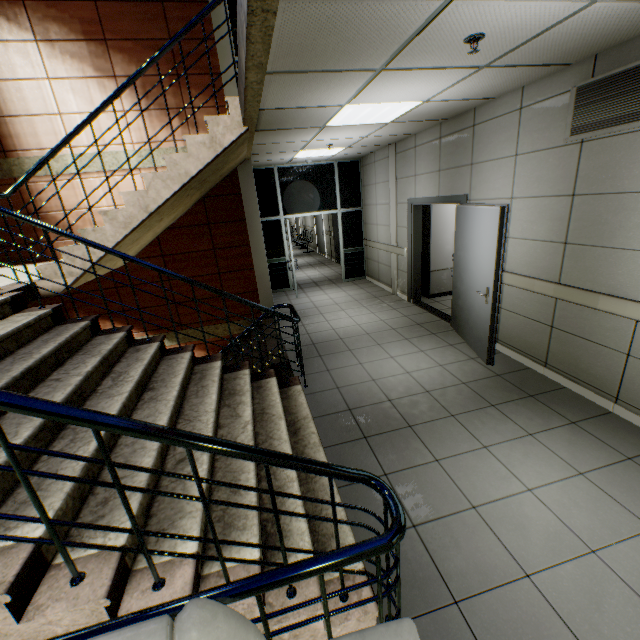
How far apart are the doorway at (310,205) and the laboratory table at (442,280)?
2.73m

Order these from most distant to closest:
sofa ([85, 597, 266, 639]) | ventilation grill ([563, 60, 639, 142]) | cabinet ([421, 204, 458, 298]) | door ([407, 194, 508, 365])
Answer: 1. cabinet ([421, 204, 458, 298])
2. door ([407, 194, 508, 365])
3. ventilation grill ([563, 60, 639, 142])
4. sofa ([85, 597, 266, 639])

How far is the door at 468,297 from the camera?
3.9m

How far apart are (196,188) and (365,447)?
4.23m

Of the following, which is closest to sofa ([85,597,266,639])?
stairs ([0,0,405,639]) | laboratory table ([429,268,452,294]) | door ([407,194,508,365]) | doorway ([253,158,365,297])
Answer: stairs ([0,0,405,639])

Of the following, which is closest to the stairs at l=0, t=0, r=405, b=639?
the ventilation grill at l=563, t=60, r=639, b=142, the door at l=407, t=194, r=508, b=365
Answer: the door at l=407, t=194, r=508, b=365

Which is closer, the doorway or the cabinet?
the cabinet

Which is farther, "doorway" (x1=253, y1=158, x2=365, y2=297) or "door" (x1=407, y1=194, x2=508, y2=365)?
"doorway" (x1=253, y1=158, x2=365, y2=297)
